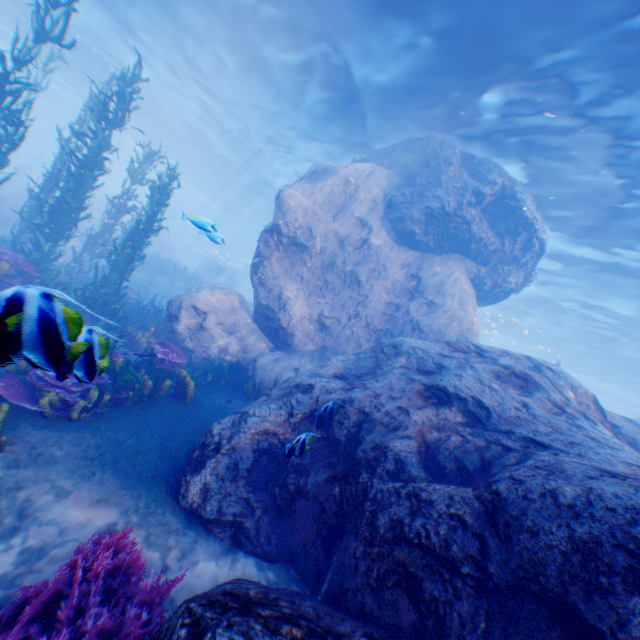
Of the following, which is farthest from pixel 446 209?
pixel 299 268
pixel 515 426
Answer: pixel 515 426

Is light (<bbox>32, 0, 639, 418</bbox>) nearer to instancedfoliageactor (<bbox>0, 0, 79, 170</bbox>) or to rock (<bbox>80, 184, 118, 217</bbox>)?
rock (<bbox>80, 184, 118, 217</bbox>)

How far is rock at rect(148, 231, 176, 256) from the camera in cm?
3494

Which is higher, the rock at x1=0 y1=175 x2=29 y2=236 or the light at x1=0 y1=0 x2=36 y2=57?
the light at x1=0 y1=0 x2=36 y2=57

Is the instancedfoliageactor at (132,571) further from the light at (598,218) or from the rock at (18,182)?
the light at (598,218)

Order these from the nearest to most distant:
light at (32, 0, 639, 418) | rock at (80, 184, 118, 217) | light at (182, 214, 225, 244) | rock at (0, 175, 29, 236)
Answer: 1. light at (182, 214, 225, 244)
2. light at (32, 0, 639, 418)
3. rock at (0, 175, 29, 236)
4. rock at (80, 184, 118, 217)

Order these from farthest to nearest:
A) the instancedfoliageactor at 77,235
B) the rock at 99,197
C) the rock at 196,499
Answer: the rock at 99,197, the rock at 196,499, the instancedfoliageactor at 77,235
